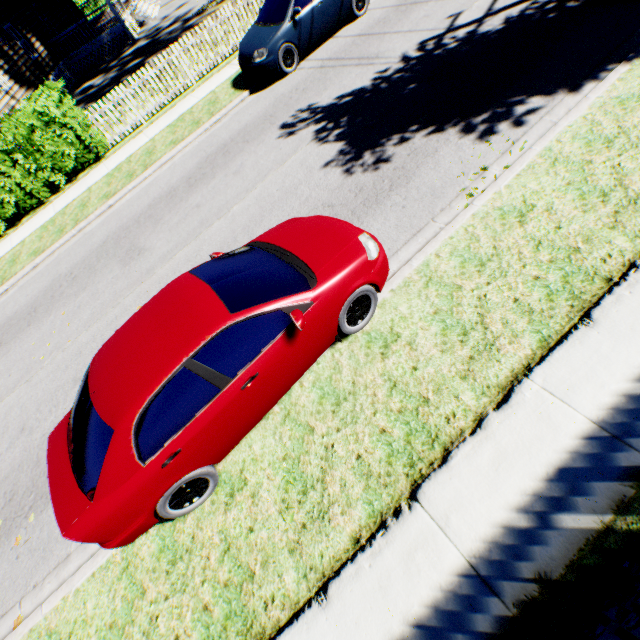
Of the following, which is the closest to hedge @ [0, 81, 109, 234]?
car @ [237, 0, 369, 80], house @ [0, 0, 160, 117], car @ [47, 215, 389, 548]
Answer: house @ [0, 0, 160, 117]

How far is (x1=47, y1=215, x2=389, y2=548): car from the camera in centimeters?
320cm

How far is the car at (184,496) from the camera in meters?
3.2 m

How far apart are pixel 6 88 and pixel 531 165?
23.88m

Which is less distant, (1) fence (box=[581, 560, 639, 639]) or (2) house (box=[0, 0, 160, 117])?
(1) fence (box=[581, 560, 639, 639])

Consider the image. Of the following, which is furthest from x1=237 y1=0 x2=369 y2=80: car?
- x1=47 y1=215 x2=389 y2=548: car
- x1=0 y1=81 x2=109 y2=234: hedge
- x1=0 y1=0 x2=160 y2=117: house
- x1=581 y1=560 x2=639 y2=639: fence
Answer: x1=0 y1=0 x2=160 y2=117: house

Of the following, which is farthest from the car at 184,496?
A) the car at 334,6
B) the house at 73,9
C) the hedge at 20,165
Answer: the house at 73,9

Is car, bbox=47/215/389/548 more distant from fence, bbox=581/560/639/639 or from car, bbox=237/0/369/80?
car, bbox=237/0/369/80
